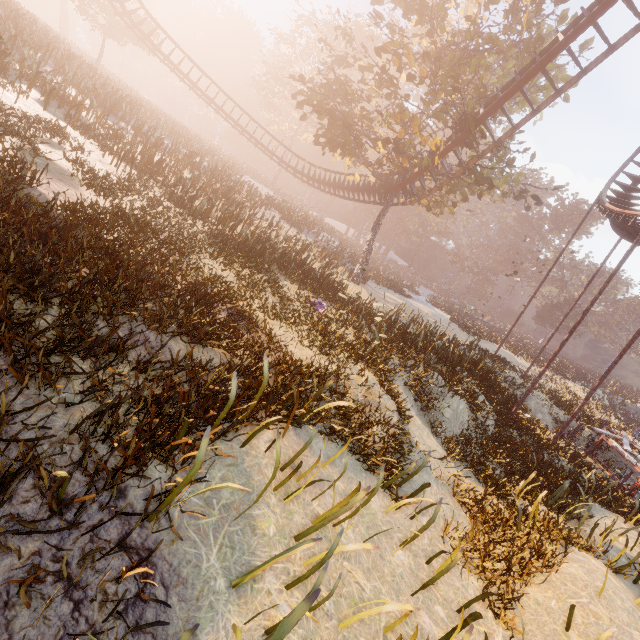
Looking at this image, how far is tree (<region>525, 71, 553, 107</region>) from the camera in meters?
17.9

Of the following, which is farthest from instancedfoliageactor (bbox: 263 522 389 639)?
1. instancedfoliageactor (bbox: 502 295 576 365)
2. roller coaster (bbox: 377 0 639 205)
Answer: instancedfoliageactor (bbox: 502 295 576 365)

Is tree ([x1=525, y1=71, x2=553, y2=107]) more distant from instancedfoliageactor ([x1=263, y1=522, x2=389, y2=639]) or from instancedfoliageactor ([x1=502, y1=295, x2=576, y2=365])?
instancedfoliageactor ([x1=263, y1=522, x2=389, y2=639])

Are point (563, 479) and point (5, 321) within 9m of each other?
no

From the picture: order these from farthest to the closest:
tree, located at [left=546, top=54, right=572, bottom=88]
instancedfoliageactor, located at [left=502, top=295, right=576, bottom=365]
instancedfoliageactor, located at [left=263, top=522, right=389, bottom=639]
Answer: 1. instancedfoliageactor, located at [left=502, top=295, right=576, bottom=365]
2. tree, located at [left=546, top=54, right=572, bottom=88]
3. instancedfoliageactor, located at [left=263, top=522, right=389, bottom=639]

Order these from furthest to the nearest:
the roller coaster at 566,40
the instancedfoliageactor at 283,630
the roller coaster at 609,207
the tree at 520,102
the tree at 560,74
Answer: the tree at 520,102, the tree at 560,74, the roller coaster at 609,207, the roller coaster at 566,40, the instancedfoliageactor at 283,630

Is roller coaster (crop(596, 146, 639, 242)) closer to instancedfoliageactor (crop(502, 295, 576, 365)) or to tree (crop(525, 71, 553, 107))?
tree (crop(525, 71, 553, 107))

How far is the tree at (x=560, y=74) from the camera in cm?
1691
